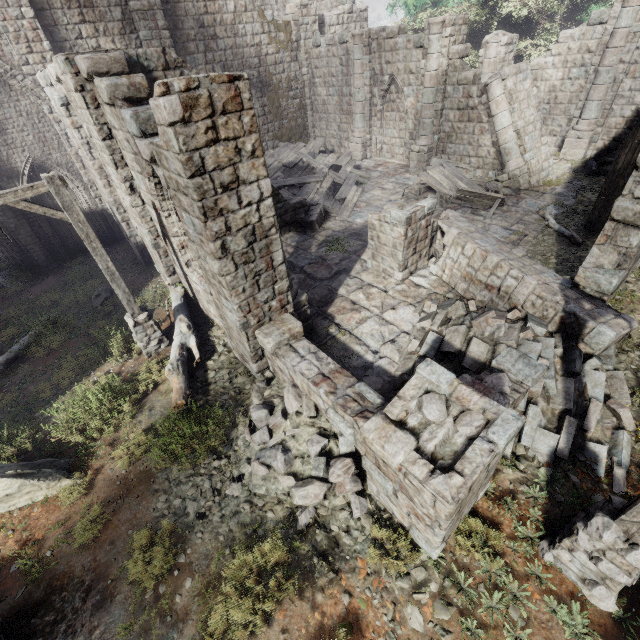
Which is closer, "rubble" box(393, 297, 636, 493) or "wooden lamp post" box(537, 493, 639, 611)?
"wooden lamp post" box(537, 493, 639, 611)

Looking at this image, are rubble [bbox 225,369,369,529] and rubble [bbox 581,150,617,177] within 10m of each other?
no

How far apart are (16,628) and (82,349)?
7.1m

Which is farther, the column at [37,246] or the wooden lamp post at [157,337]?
the column at [37,246]

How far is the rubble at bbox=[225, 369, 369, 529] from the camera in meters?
5.2 m

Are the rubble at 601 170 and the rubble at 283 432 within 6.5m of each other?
no

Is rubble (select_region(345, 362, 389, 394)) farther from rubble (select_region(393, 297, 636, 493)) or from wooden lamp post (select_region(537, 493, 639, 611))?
wooden lamp post (select_region(537, 493, 639, 611))

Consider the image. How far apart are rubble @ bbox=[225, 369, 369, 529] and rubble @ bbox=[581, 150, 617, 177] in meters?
16.2 m
